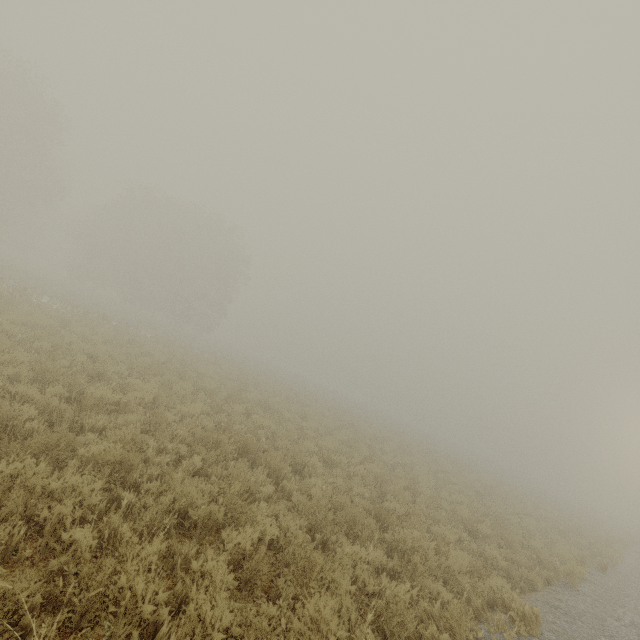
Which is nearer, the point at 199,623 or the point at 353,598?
the point at 199,623
